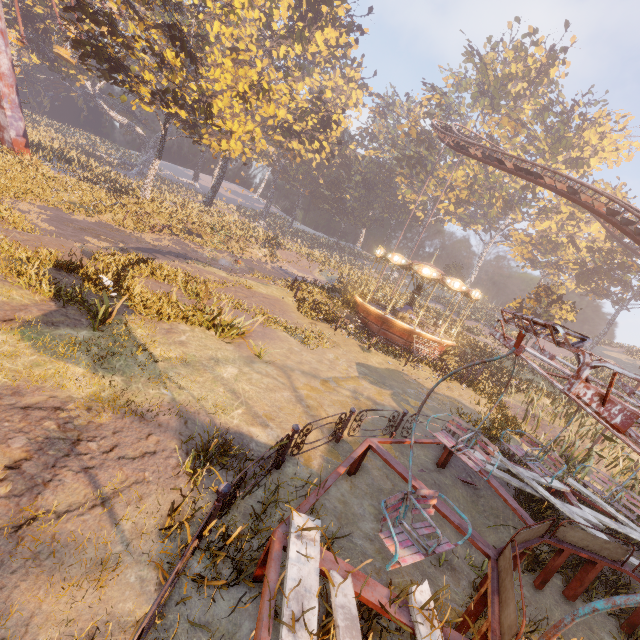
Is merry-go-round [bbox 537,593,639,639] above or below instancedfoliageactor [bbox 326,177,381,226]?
below

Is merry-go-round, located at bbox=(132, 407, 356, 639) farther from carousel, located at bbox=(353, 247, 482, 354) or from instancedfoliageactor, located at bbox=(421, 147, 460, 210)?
instancedfoliageactor, located at bbox=(421, 147, 460, 210)

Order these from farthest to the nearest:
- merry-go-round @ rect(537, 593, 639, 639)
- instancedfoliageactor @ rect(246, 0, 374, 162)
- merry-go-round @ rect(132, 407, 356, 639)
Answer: instancedfoliageactor @ rect(246, 0, 374, 162), merry-go-round @ rect(132, 407, 356, 639), merry-go-round @ rect(537, 593, 639, 639)

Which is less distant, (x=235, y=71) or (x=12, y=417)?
(x=12, y=417)

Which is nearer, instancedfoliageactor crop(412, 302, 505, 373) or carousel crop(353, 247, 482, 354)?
carousel crop(353, 247, 482, 354)

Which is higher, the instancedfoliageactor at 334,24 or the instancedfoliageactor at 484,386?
the instancedfoliageactor at 334,24

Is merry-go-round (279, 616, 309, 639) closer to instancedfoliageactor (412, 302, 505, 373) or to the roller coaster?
the roller coaster

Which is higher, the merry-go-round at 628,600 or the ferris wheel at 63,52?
the ferris wheel at 63,52
